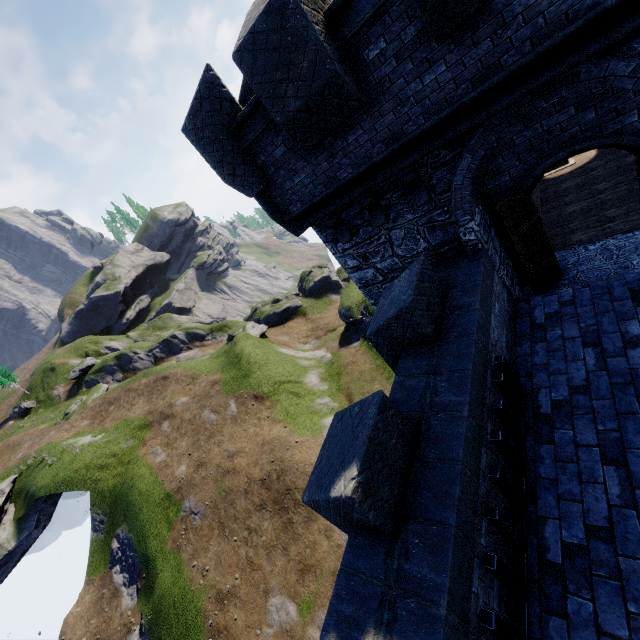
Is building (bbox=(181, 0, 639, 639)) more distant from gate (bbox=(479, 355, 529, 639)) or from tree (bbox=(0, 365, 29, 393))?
tree (bbox=(0, 365, 29, 393))

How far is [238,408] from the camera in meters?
28.1

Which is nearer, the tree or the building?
the building

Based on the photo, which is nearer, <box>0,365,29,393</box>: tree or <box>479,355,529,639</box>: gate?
<box>479,355,529,639</box>: gate

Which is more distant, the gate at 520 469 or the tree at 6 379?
the tree at 6 379

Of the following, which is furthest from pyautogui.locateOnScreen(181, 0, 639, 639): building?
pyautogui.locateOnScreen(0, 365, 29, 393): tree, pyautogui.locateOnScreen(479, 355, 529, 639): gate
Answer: pyautogui.locateOnScreen(0, 365, 29, 393): tree

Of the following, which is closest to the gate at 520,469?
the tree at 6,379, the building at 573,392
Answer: the building at 573,392
